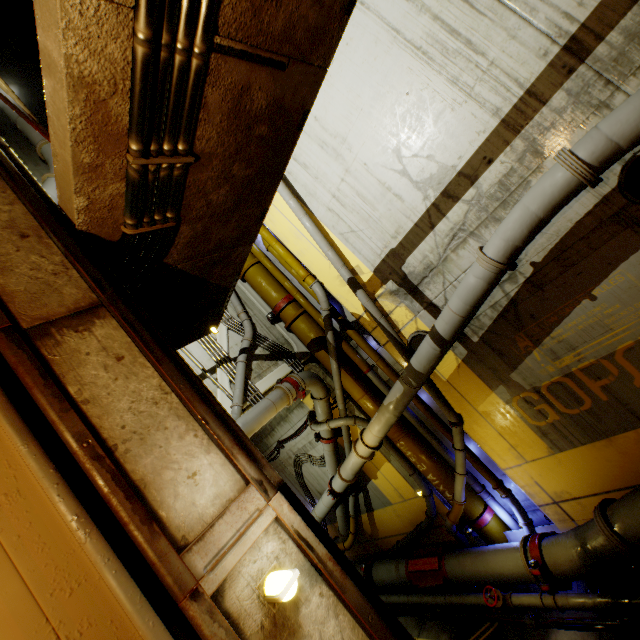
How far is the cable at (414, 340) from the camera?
7.4 meters

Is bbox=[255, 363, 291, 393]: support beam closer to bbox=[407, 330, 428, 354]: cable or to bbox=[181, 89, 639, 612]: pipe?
bbox=[181, 89, 639, 612]: pipe

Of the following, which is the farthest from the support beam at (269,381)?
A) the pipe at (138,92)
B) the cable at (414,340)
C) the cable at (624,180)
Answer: the cable at (624,180)

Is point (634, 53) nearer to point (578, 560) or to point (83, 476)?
point (83, 476)

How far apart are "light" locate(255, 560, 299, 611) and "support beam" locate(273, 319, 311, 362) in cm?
810

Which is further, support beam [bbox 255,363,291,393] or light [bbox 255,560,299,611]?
support beam [bbox 255,363,291,393]

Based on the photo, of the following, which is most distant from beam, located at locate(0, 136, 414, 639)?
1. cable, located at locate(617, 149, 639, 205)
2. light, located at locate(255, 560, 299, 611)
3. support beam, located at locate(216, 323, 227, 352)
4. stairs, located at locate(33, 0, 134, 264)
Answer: support beam, located at locate(216, 323, 227, 352)

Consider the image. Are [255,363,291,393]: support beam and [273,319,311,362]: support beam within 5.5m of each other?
yes
